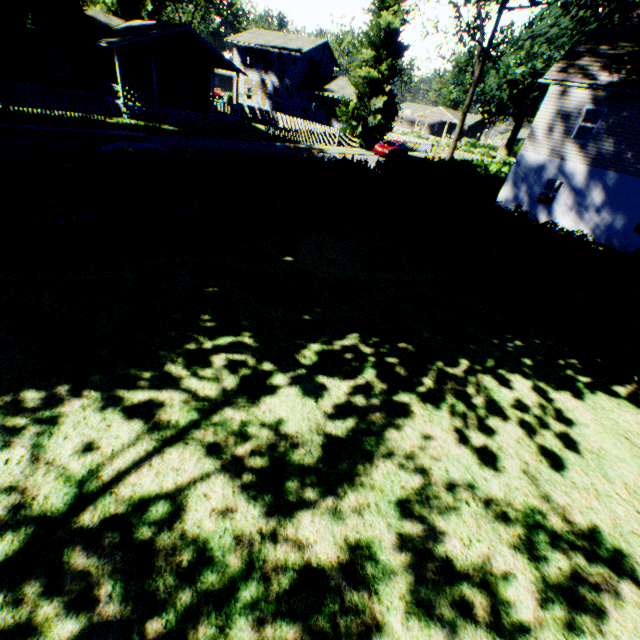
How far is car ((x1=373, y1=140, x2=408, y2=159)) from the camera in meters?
32.6

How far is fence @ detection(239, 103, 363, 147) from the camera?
28.8 meters

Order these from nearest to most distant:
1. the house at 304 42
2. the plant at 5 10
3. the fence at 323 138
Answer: the plant at 5 10, the house at 304 42, the fence at 323 138

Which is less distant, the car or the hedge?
the hedge

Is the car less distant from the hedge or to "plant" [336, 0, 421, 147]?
"plant" [336, 0, 421, 147]

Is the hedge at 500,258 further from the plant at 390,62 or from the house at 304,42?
the house at 304,42

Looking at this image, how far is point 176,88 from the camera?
30.5 meters

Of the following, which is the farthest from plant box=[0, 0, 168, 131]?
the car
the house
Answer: the car
